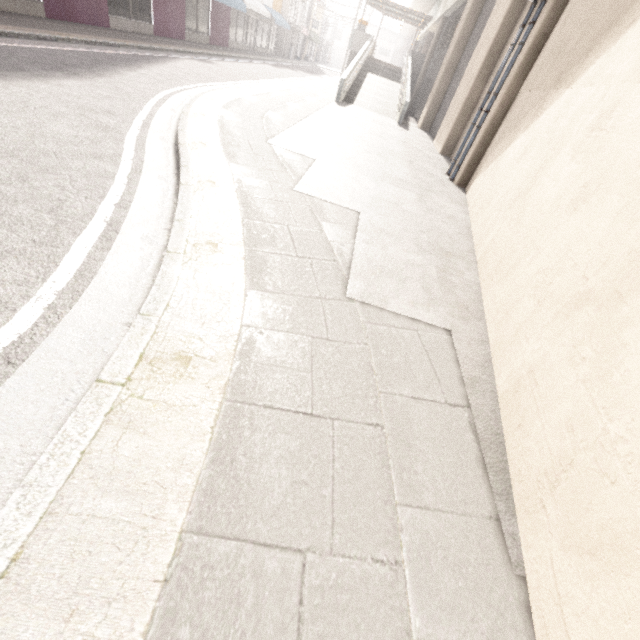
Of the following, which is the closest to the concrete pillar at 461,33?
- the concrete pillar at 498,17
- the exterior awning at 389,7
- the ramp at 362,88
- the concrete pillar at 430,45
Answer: the concrete pillar at 498,17

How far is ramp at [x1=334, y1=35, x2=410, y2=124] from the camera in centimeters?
1475cm

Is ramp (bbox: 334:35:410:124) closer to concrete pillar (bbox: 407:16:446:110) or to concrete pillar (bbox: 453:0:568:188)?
concrete pillar (bbox: 407:16:446:110)

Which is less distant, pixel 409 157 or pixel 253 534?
pixel 253 534

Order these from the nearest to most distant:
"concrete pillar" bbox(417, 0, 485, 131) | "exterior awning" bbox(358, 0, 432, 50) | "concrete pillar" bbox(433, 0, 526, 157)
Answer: "concrete pillar" bbox(433, 0, 526, 157) → "concrete pillar" bbox(417, 0, 485, 131) → "exterior awning" bbox(358, 0, 432, 50)

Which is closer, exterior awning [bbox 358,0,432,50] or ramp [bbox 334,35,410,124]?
ramp [bbox 334,35,410,124]

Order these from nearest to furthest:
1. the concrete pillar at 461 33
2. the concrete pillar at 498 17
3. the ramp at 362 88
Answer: the concrete pillar at 498 17, the concrete pillar at 461 33, the ramp at 362 88

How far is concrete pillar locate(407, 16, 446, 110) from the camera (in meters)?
20.62
